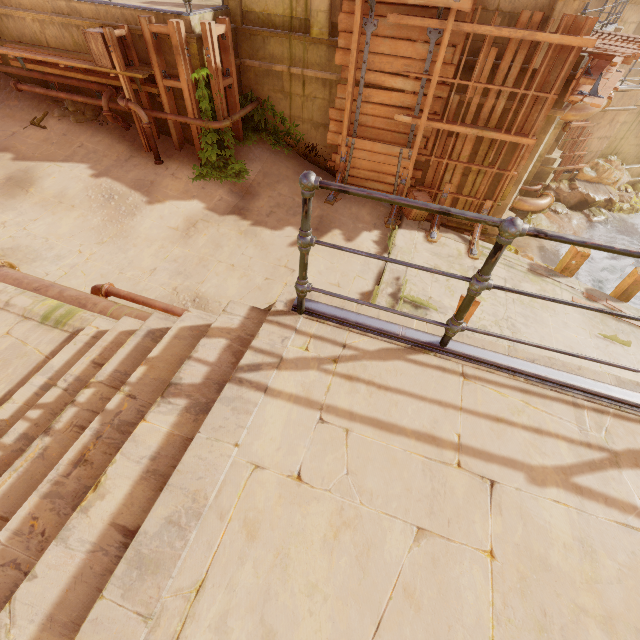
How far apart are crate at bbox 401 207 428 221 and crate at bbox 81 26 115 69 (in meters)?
7.84

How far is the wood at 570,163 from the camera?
13.8 meters

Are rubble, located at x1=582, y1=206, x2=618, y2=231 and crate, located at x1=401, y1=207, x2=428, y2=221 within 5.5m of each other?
no

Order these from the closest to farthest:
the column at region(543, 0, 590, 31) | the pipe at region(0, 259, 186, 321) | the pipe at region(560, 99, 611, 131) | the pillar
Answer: the pipe at region(0, 259, 186, 321)
the column at region(543, 0, 590, 31)
the pipe at region(560, 99, 611, 131)
the pillar

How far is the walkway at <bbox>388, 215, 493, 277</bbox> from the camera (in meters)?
8.55

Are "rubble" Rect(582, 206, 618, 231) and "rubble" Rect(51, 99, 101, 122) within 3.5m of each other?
no

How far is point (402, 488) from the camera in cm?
166

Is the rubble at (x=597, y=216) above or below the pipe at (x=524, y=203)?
below
